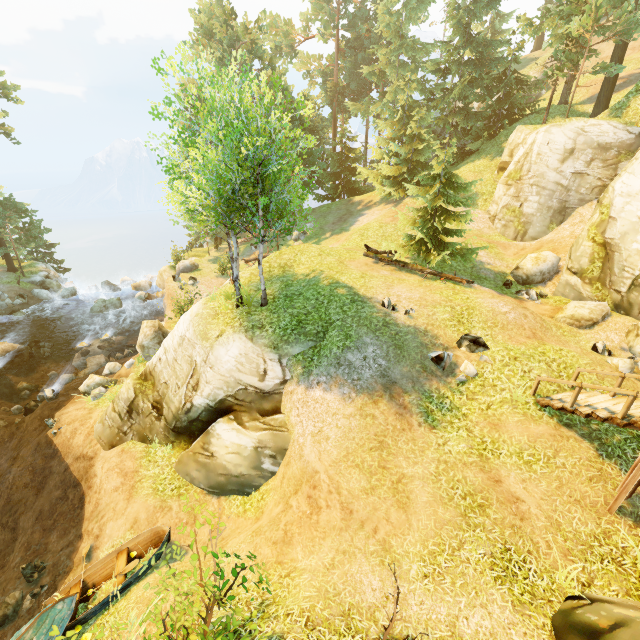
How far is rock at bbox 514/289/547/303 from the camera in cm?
1584

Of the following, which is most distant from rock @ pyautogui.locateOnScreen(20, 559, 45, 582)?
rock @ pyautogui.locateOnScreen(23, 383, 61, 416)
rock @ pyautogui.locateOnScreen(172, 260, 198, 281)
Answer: rock @ pyautogui.locateOnScreen(172, 260, 198, 281)

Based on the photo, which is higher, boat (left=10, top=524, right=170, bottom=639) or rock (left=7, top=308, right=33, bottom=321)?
boat (left=10, top=524, right=170, bottom=639)

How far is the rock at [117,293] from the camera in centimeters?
2753cm

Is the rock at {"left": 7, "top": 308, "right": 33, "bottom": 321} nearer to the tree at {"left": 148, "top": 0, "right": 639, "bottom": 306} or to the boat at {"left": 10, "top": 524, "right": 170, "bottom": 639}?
the tree at {"left": 148, "top": 0, "right": 639, "bottom": 306}

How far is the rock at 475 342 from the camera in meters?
11.3

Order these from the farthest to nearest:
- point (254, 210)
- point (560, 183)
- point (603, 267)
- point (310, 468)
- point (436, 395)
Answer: point (560, 183) < point (603, 267) < point (254, 210) < point (436, 395) < point (310, 468)

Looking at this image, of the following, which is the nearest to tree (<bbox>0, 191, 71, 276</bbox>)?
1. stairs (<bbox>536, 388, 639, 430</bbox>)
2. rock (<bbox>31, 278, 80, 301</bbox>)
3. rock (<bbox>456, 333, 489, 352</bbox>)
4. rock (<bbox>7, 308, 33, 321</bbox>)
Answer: rock (<bbox>31, 278, 80, 301</bbox>)
